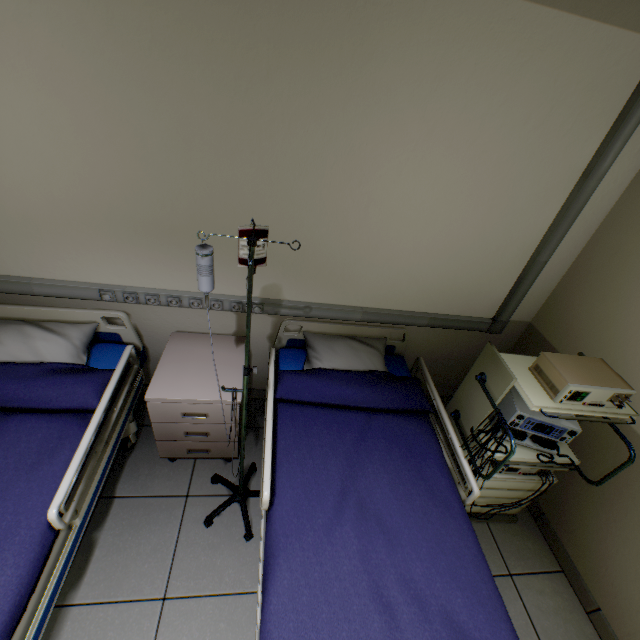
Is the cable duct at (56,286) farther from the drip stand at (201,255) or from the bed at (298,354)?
the drip stand at (201,255)

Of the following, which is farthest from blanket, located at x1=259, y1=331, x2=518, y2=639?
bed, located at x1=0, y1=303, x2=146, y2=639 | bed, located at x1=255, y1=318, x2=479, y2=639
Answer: bed, located at x1=0, y1=303, x2=146, y2=639

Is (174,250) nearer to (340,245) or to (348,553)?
(340,245)

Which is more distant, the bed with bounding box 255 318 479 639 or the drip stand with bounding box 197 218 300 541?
the bed with bounding box 255 318 479 639

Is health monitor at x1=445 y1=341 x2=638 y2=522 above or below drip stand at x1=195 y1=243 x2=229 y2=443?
below

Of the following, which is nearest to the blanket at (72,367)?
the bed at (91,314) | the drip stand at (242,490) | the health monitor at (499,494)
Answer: the bed at (91,314)

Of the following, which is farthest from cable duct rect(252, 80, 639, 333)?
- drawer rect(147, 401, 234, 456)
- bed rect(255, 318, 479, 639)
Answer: drawer rect(147, 401, 234, 456)

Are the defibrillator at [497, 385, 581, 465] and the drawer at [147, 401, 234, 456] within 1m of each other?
no
